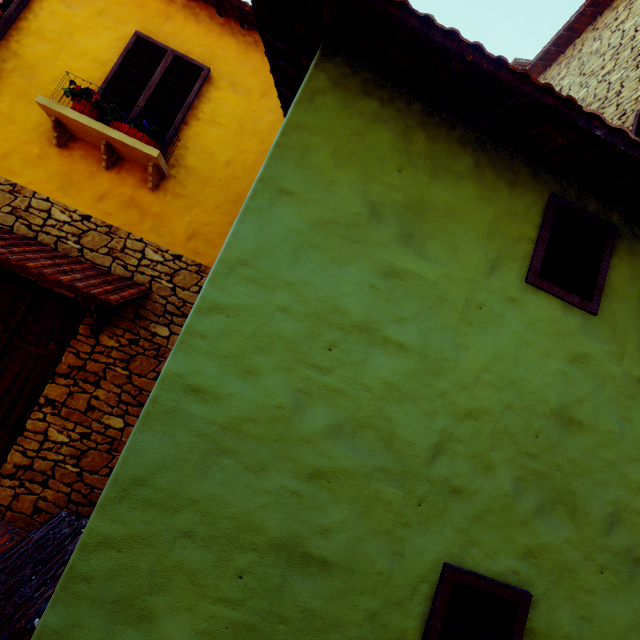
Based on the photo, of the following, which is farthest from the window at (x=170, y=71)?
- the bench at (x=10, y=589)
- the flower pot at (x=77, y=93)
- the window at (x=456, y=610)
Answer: the window at (x=456, y=610)

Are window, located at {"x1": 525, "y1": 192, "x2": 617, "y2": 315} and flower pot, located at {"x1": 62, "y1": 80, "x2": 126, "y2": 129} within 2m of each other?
no

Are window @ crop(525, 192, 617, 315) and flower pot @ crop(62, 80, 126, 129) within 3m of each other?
no

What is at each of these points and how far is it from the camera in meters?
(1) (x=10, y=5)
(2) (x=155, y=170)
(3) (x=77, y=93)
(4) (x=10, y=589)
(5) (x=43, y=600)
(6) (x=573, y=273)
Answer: (1) window, 4.3
(2) window sill, 4.3
(3) flower pot, 4.0
(4) bench, 2.6
(5) bench, 1.9
(6) window, 2.2

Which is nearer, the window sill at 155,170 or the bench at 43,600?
the bench at 43,600

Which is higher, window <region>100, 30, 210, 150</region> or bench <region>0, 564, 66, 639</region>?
window <region>100, 30, 210, 150</region>

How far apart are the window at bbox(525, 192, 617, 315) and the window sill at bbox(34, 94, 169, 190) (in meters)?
4.24

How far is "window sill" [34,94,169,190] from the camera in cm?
391
